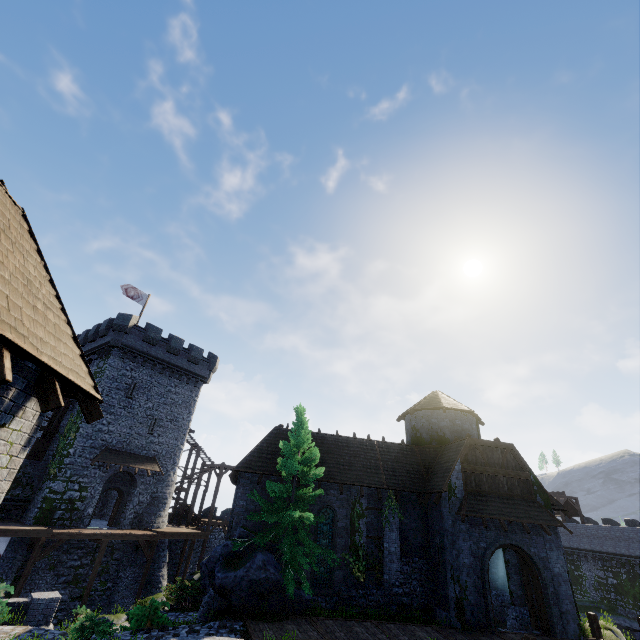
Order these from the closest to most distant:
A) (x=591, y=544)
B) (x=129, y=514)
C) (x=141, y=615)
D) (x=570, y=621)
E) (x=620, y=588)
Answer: (x=141, y=615)
(x=570, y=621)
(x=129, y=514)
(x=620, y=588)
(x=591, y=544)

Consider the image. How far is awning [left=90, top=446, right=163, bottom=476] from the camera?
26.2 meters

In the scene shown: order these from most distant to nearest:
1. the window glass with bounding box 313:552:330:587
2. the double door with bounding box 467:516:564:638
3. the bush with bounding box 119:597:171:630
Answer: the window glass with bounding box 313:552:330:587, the double door with bounding box 467:516:564:638, the bush with bounding box 119:597:171:630

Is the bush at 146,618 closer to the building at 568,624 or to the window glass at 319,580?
the building at 568,624

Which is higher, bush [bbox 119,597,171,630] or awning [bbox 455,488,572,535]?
awning [bbox 455,488,572,535]

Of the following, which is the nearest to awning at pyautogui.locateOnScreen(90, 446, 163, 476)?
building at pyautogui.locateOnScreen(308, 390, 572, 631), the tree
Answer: building at pyautogui.locateOnScreen(308, 390, 572, 631)

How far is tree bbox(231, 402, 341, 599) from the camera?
14.8m

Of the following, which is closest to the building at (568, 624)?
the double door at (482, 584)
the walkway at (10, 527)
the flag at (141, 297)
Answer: the double door at (482, 584)
